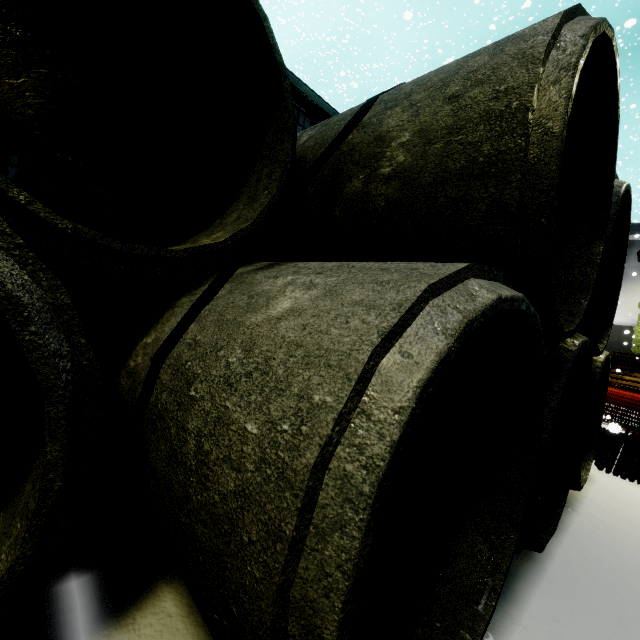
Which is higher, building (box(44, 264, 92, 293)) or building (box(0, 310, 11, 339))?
building (box(44, 264, 92, 293))

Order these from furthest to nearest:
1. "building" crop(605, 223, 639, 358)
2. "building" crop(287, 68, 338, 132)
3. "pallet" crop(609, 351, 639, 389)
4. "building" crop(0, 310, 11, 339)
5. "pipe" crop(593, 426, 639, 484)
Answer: "building" crop(605, 223, 639, 358)
"pallet" crop(609, 351, 639, 389)
"building" crop(287, 68, 338, 132)
"building" crop(0, 310, 11, 339)
"pipe" crop(593, 426, 639, 484)

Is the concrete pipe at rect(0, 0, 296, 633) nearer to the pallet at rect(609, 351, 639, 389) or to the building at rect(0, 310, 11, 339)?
the building at rect(0, 310, 11, 339)

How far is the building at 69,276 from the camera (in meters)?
5.85

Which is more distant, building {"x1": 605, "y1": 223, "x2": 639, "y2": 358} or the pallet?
building {"x1": 605, "y1": 223, "x2": 639, "y2": 358}

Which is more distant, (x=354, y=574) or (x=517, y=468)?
(x=517, y=468)
